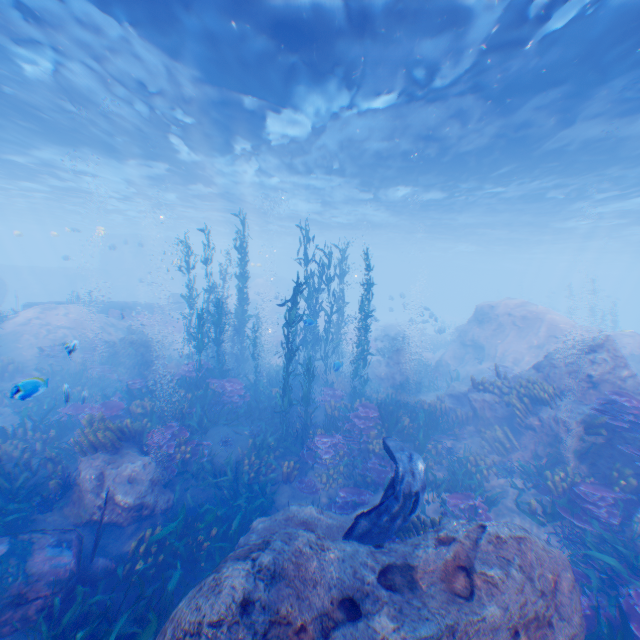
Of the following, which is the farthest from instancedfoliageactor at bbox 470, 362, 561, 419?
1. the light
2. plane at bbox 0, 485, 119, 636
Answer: the light

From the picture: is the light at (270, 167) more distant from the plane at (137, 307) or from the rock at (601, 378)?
the plane at (137, 307)

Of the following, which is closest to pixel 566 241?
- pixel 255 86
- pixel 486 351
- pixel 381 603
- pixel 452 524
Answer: pixel 486 351

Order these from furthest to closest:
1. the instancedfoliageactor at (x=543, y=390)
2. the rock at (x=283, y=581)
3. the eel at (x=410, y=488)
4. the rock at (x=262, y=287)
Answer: the rock at (x=262, y=287)
the instancedfoliageactor at (x=543, y=390)
the eel at (x=410, y=488)
the rock at (x=283, y=581)

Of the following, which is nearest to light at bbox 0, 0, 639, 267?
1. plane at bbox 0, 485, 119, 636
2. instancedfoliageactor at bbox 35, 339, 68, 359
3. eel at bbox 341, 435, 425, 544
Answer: plane at bbox 0, 485, 119, 636

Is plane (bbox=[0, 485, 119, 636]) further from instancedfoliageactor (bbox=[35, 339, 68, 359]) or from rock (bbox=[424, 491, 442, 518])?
instancedfoliageactor (bbox=[35, 339, 68, 359])

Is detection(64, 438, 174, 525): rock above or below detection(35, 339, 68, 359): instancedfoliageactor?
below

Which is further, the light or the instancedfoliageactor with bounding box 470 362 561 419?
the instancedfoliageactor with bounding box 470 362 561 419
